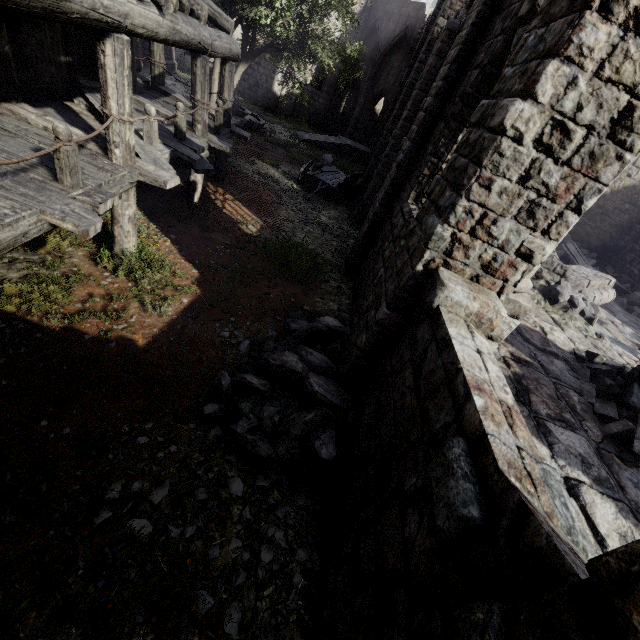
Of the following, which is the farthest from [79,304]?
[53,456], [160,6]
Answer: [160,6]

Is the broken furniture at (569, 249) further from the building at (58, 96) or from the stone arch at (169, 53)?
the stone arch at (169, 53)

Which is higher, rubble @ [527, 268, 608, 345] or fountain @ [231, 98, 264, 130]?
rubble @ [527, 268, 608, 345]

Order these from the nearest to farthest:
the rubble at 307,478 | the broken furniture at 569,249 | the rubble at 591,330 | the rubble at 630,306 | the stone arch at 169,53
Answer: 1. the rubble at 307,478
2. the rubble at 591,330
3. the rubble at 630,306
4. the broken furniture at 569,249
5. the stone arch at 169,53

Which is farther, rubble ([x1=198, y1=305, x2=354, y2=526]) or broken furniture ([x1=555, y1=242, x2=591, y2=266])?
broken furniture ([x1=555, y1=242, x2=591, y2=266])

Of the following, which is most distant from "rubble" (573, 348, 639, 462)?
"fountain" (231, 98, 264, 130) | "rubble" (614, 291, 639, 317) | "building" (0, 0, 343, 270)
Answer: "fountain" (231, 98, 264, 130)

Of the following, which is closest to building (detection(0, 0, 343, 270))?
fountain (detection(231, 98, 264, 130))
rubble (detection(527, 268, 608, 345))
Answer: rubble (detection(527, 268, 608, 345))

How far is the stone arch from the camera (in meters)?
24.25
